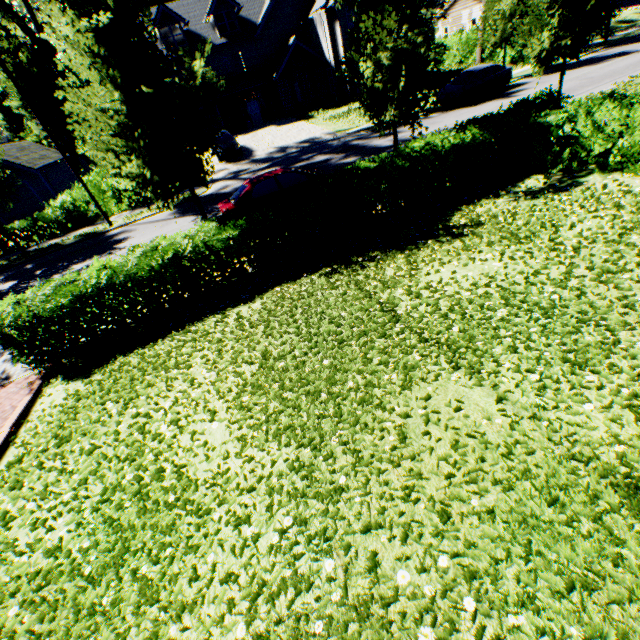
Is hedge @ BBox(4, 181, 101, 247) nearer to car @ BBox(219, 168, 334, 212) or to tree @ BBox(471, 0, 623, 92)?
tree @ BBox(471, 0, 623, 92)

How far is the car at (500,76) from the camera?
20.22m

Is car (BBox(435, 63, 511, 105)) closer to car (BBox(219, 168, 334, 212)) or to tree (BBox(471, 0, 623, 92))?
tree (BBox(471, 0, 623, 92))

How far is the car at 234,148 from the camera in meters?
23.6 m

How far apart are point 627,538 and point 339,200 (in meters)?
7.93

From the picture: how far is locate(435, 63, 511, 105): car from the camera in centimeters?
2022cm

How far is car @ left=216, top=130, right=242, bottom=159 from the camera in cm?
2365

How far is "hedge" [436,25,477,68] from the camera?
30.7 meters
